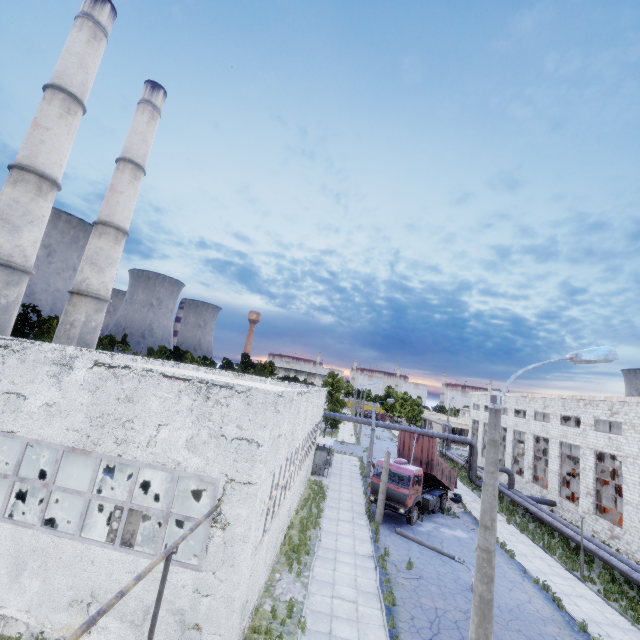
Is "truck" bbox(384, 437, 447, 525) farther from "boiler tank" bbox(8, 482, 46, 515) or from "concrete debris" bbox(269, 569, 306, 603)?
"boiler tank" bbox(8, 482, 46, 515)

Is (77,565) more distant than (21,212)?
No

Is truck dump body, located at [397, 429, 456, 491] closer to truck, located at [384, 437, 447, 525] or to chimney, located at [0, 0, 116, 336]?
truck, located at [384, 437, 447, 525]

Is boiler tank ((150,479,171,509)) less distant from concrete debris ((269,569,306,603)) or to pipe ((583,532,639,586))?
concrete debris ((269,569,306,603))

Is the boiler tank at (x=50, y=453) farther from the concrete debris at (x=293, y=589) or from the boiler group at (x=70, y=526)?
the concrete debris at (x=293, y=589)

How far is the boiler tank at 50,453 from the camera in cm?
1502

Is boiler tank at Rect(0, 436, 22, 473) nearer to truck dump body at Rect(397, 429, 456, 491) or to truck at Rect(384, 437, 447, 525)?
truck at Rect(384, 437, 447, 525)

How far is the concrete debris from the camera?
12.6 meters
